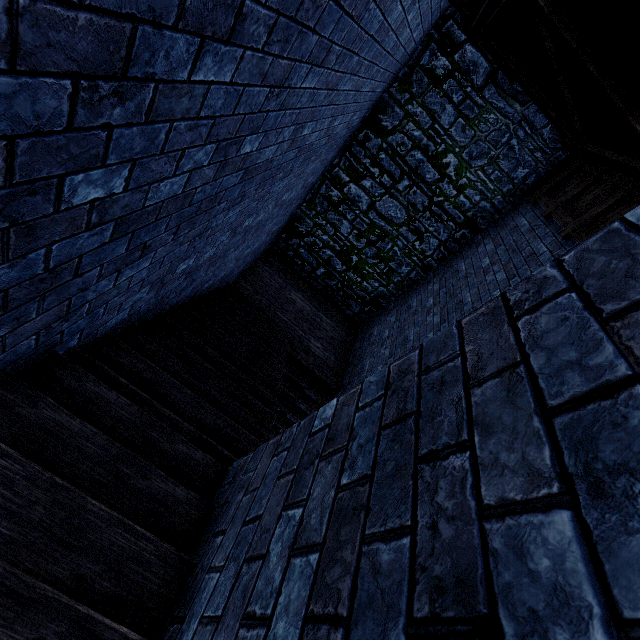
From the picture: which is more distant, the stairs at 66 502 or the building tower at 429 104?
the building tower at 429 104

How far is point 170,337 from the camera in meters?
3.7

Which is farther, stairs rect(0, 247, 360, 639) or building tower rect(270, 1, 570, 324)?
building tower rect(270, 1, 570, 324)
